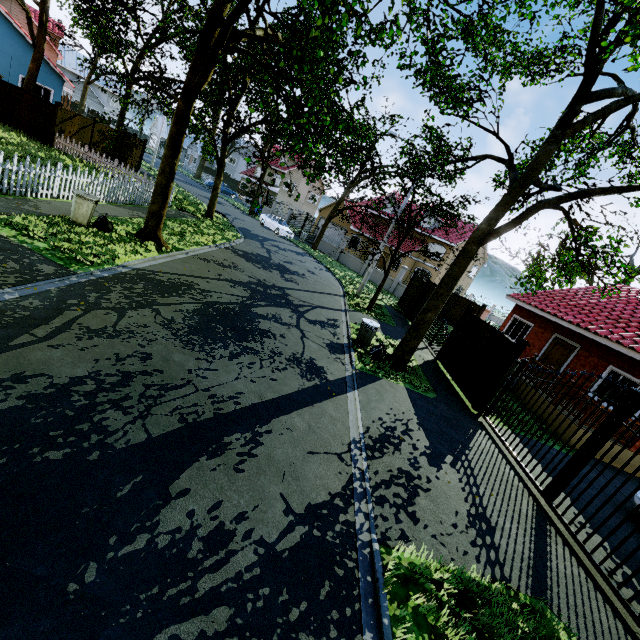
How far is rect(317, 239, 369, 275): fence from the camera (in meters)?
29.59

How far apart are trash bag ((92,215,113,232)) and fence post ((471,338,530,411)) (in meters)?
12.74

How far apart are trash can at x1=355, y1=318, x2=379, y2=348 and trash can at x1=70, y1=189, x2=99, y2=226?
9.1m

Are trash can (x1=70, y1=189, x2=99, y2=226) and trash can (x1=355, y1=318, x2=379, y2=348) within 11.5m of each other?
yes

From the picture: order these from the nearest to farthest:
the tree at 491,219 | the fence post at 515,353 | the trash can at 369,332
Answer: the tree at 491,219
the fence post at 515,353
the trash can at 369,332

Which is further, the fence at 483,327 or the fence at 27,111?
the fence at 27,111

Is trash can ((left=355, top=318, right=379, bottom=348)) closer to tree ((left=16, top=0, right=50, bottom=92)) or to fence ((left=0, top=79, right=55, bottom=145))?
tree ((left=16, top=0, right=50, bottom=92))

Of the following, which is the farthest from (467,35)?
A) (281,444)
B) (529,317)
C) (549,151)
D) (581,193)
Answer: (281,444)
